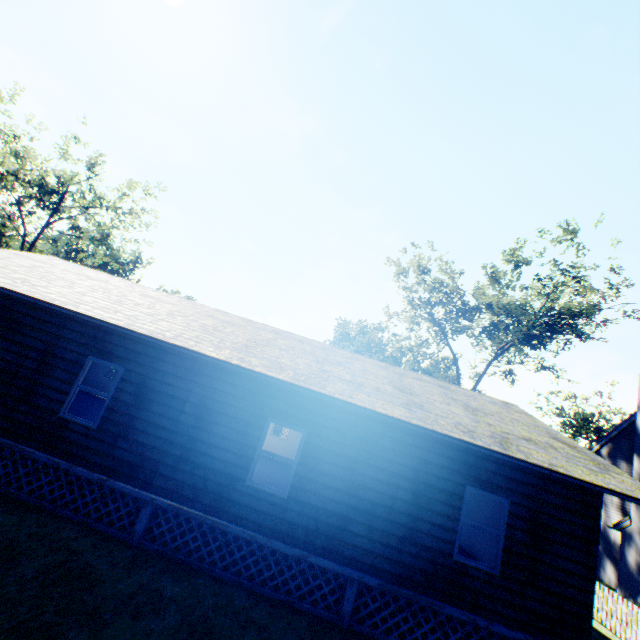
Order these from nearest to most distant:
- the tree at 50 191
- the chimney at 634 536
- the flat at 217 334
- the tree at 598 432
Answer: the flat at 217 334 → the chimney at 634 536 → the tree at 50 191 → the tree at 598 432

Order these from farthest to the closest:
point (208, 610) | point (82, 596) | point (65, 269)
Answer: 1. point (65, 269)
2. point (208, 610)
3. point (82, 596)

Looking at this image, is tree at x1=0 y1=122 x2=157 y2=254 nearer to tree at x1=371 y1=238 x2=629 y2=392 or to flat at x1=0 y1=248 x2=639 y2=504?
flat at x1=0 y1=248 x2=639 y2=504

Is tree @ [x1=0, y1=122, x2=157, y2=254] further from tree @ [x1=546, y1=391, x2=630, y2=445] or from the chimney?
the chimney

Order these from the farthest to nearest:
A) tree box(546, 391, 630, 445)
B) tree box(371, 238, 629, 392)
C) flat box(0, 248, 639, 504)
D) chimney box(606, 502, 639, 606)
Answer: tree box(546, 391, 630, 445) < tree box(371, 238, 629, 392) < chimney box(606, 502, 639, 606) < flat box(0, 248, 639, 504)

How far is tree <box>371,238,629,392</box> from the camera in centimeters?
2330cm

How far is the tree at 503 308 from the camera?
23.3 meters
